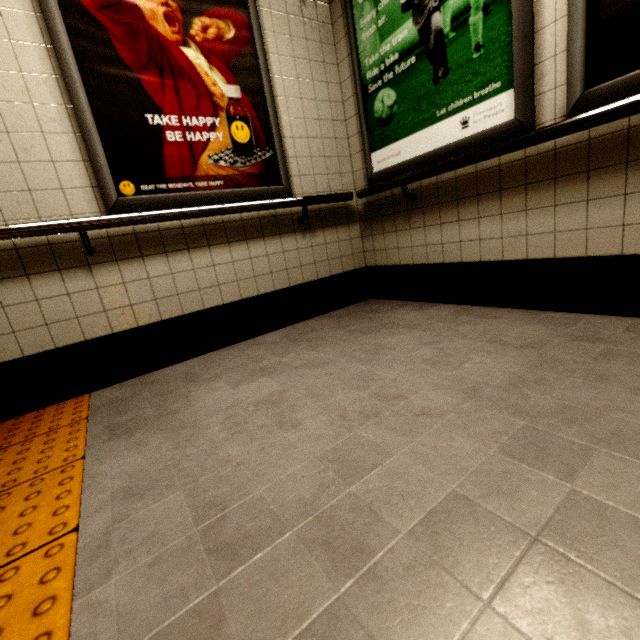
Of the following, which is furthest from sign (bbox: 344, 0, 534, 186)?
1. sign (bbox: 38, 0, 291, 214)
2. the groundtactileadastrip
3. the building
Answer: the groundtactileadastrip

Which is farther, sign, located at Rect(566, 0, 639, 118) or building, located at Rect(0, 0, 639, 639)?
sign, located at Rect(566, 0, 639, 118)

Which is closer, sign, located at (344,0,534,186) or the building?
the building

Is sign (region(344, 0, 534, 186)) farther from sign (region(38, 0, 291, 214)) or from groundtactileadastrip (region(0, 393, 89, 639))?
groundtactileadastrip (region(0, 393, 89, 639))

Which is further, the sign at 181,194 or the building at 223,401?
the sign at 181,194

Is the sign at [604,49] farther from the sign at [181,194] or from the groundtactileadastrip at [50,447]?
the sign at [181,194]

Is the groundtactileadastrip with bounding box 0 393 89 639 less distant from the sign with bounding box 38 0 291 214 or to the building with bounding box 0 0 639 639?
the building with bounding box 0 0 639 639

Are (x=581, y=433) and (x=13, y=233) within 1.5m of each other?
no
